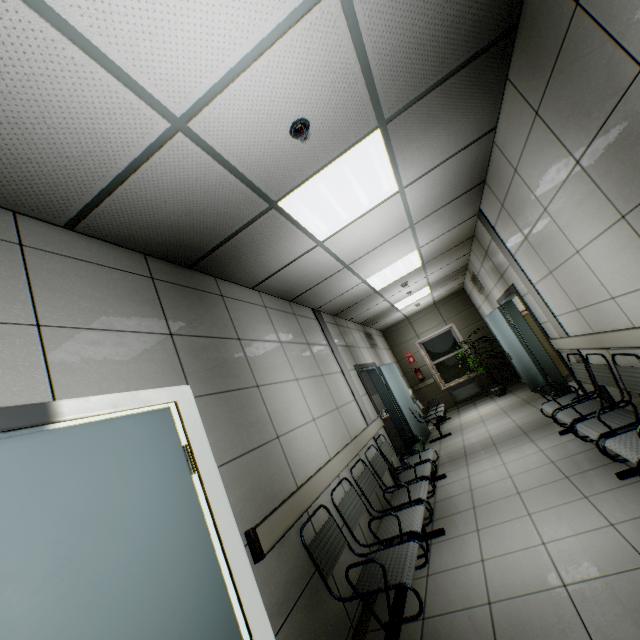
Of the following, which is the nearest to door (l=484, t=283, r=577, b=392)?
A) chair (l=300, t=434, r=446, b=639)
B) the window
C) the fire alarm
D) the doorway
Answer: chair (l=300, t=434, r=446, b=639)

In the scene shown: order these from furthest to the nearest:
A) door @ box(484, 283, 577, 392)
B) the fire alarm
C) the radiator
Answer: the radiator < door @ box(484, 283, 577, 392) < the fire alarm

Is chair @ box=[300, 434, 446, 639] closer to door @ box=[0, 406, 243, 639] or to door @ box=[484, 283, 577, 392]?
door @ box=[0, 406, 243, 639]

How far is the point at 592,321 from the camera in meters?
3.3

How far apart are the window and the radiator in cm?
15

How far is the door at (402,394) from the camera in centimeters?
597cm

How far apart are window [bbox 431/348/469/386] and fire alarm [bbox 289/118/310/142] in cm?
967

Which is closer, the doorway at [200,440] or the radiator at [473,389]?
the doorway at [200,440]
